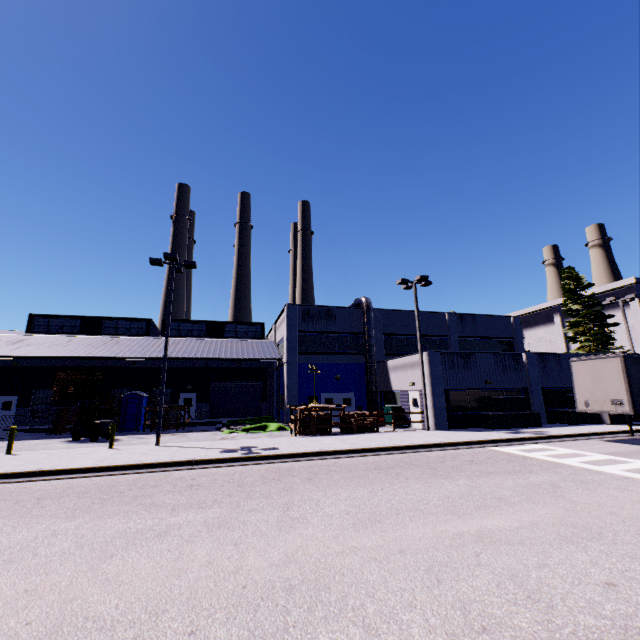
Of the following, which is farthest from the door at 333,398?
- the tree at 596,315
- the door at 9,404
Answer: the door at 9,404

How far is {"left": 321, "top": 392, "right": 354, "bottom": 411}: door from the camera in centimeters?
2692cm

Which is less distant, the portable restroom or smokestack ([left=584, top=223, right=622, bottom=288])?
the portable restroom

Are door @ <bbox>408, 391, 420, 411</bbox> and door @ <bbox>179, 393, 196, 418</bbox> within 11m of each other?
no

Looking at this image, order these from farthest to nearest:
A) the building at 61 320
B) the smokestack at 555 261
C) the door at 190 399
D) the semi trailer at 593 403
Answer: the smokestack at 555 261, the door at 190 399, the building at 61 320, the semi trailer at 593 403

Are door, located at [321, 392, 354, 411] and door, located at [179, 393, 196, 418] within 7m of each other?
no

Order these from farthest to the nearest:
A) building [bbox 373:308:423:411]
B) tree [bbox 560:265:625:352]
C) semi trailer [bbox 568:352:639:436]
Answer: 1. tree [bbox 560:265:625:352]
2. building [bbox 373:308:423:411]
3. semi trailer [bbox 568:352:639:436]

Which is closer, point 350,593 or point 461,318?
Result: point 350,593
